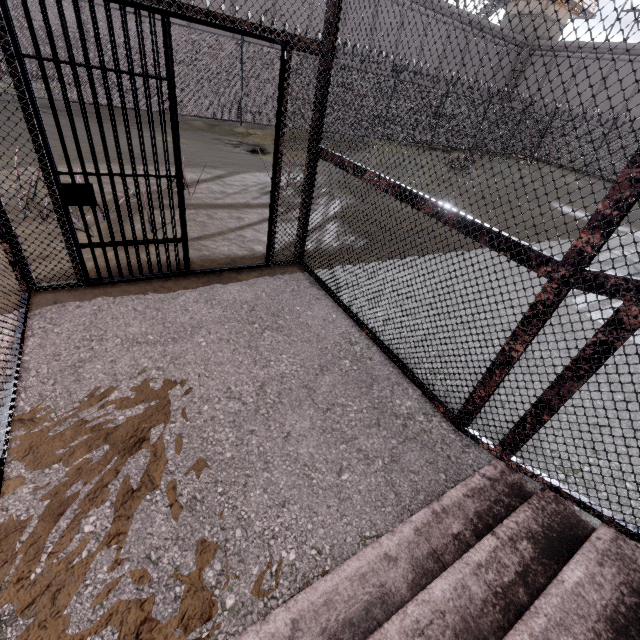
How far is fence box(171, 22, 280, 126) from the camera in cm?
1180

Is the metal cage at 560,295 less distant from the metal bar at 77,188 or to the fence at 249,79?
the metal bar at 77,188

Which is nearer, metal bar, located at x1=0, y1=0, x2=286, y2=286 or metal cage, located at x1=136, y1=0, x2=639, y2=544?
metal cage, located at x1=136, y1=0, x2=639, y2=544

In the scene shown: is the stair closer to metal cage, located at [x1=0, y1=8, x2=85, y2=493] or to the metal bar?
metal cage, located at [x1=0, y1=8, x2=85, y2=493]

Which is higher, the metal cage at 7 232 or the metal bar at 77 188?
the metal bar at 77 188

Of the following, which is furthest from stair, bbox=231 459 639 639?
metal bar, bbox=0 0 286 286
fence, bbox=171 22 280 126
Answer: fence, bbox=171 22 280 126

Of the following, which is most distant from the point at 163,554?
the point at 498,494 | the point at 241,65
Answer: the point at 241,65

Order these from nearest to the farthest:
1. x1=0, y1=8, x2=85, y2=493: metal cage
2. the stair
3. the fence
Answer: the stair, x1=0, y1=8, x2=85, y2=493: metal cage, the fence
